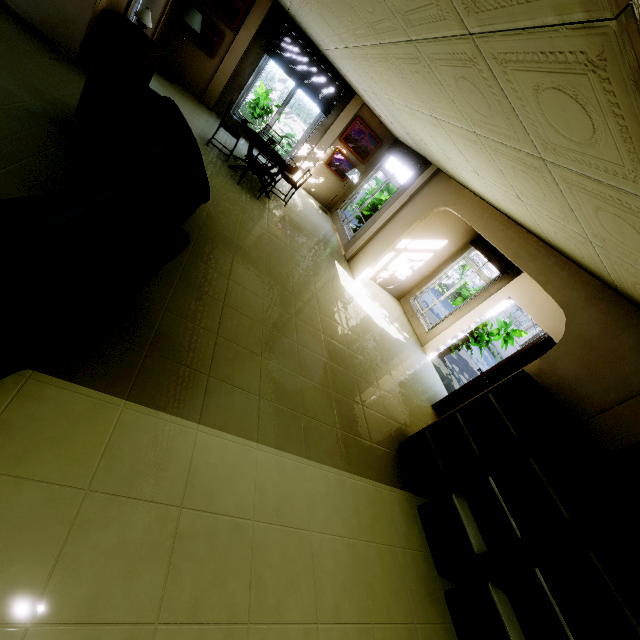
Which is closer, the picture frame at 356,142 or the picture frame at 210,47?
the picture frame at 210,47

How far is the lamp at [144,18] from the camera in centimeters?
486cm

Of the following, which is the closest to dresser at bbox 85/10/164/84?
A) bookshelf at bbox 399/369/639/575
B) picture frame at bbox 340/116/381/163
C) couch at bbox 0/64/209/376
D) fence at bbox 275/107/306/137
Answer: couch at bbox 0/64/209/376

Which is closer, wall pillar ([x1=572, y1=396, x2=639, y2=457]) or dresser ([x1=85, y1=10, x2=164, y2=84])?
wall pillar ([x1=572, y1=396, x2=639, y2=457])

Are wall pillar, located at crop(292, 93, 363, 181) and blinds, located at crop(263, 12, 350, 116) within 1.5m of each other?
yes

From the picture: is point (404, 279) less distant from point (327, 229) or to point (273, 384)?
point (327, 229)

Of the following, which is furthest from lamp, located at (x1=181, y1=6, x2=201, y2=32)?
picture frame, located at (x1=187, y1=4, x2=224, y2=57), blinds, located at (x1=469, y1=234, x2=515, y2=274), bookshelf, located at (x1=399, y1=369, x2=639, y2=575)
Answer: bookshelf, located at (x1=399, y1=369, x2=639, y2=575)

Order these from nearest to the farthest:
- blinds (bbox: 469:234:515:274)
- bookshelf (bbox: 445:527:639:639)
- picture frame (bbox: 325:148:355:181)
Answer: bookshelf (bbox: 445:527:639:639), blinds (bbox: 469:234:515:274), picture frame (bbox: 325:148:355:181)
